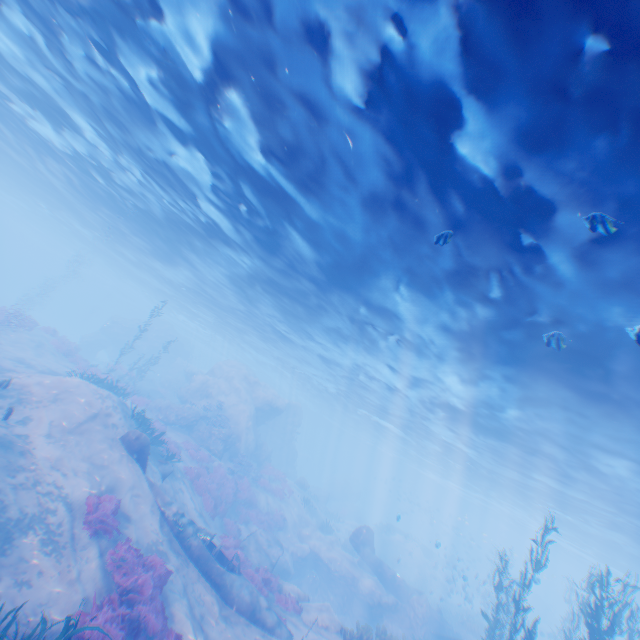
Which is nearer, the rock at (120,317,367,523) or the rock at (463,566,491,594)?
the rock at (463,566,491,594)

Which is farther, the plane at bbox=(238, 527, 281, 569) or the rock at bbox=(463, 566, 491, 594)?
the rock at bbox=(463, 566, 491, 594)

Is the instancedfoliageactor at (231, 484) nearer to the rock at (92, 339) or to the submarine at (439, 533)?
the submarine at (439, 533)

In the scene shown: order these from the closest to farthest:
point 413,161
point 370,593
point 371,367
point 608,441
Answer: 1. point 413,161
2. point 608,441
3. point 370,593
4. point 371,367

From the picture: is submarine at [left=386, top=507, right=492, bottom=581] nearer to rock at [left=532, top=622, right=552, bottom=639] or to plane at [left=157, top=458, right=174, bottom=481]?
rock at [left=532, top=622, right=552, bottom=639]

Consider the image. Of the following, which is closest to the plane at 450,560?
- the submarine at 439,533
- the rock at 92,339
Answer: the submarine at 439,533

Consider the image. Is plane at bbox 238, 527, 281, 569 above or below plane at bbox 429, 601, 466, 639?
below

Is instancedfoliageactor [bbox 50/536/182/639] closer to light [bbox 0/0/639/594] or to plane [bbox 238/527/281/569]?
plane [bbox 238/527/281/569]
